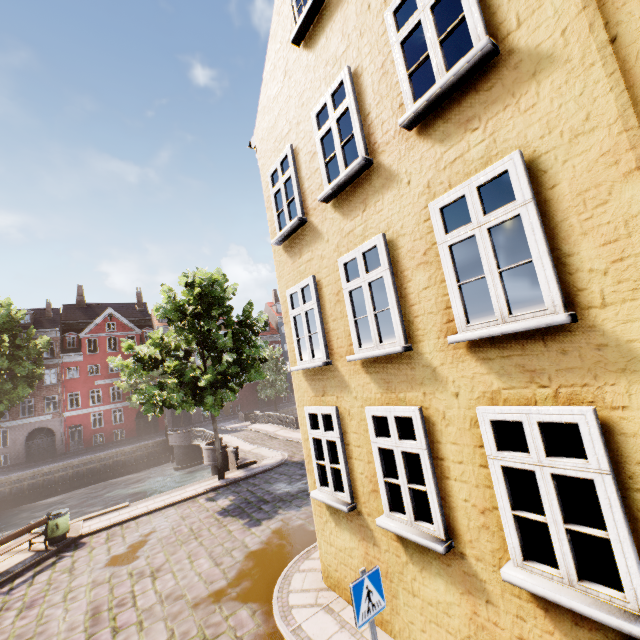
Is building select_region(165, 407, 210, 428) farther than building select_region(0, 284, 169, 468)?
Yes

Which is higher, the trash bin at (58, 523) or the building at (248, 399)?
the building at (248, 399)

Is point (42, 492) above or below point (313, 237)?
below

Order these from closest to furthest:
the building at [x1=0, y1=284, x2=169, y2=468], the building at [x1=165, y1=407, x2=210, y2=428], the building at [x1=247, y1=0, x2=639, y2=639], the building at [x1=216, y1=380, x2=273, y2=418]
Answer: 1. the building at [x1=247, y1=0, x2=639, y2=639]
2. the building at [x1=0, y1=284, x2=169, y2=468]
3. the building at [x1=165, y1=407, x2=210, y2=428]
4. the building at [x1=216, y1=380, x2=273, y2=418]

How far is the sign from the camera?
3.9 meters

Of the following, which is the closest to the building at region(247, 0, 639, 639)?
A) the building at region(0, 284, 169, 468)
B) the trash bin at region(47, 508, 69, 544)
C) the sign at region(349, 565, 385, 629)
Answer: the sign at region(349, 565, 385, 629)

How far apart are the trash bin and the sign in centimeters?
1291cm

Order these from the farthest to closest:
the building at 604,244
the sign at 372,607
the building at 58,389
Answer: the building at 58,389, the sign at 372,607, the building at 604,244
